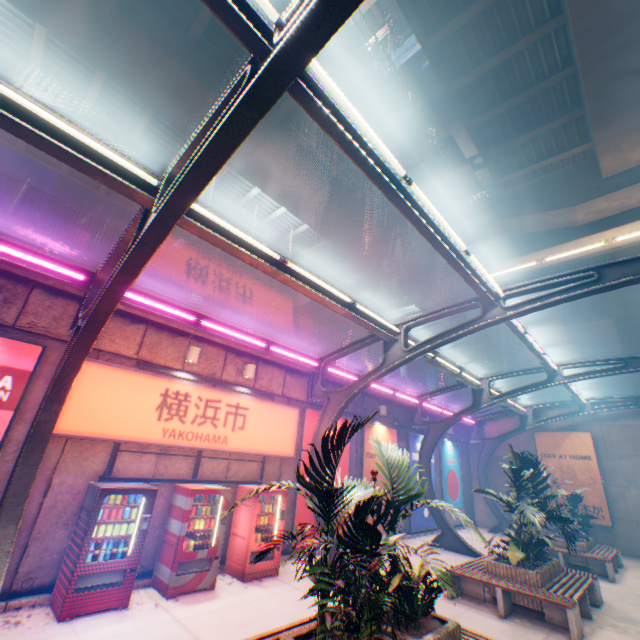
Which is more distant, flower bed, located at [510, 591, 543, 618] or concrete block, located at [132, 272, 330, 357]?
concrete block, located at [132, 272, 330, 357]

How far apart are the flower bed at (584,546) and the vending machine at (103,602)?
14.5m

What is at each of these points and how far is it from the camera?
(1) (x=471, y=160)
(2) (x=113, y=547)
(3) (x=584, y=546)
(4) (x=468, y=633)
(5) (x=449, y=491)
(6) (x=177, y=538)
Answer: (1) overpass support, 29.69m
(2) bottle, 6.30m
(3) flower bed, 12.05m
(4) bench, 4.99m
(5) billboard, 18.23m
(6) vending machine, 7.08m

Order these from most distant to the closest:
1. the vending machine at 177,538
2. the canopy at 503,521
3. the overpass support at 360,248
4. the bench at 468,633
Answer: the canopy at 503,521 → the overpass support at 360,248 → the vending machine at 177,538 → the bench at 468,633

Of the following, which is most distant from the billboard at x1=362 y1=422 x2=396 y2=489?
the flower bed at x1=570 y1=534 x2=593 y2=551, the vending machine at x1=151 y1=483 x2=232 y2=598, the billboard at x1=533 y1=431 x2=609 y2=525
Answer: the billboard at x1=533 y1=431 x2=609 y2=525

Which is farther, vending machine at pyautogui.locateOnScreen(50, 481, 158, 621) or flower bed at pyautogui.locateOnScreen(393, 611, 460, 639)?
vending machine at pyautogui.locateOnScreen(50, 481, 158, 621)

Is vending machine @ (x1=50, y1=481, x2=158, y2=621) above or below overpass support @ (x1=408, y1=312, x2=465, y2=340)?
below

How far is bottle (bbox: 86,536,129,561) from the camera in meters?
6.0 m
